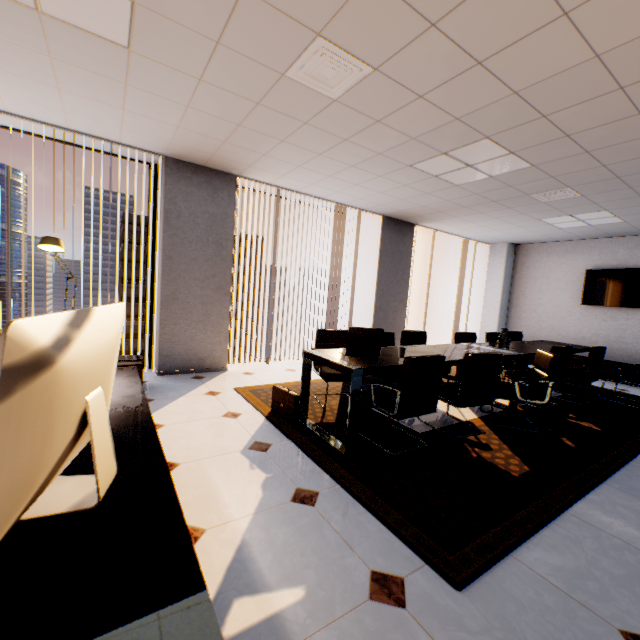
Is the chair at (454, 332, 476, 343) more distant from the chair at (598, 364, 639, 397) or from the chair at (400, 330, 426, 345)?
the chair at (598, 364, 639, 397)

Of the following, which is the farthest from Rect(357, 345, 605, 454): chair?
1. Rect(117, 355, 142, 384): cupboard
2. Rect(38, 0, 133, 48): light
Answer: Rect(38, 0, 133, 48): light

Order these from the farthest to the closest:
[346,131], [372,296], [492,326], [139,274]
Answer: [139,274] → [492,326] → [372,296] → [346,131]

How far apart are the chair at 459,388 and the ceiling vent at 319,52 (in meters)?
2.52

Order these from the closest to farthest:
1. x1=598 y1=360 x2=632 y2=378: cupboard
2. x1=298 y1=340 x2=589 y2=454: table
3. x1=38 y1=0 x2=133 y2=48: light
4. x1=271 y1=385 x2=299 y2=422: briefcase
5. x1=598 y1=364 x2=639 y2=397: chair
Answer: x1=38 y1=0 x2=133 y2=48: light → x1=298 y1=340 x2=589 y2=454: table → x1=271 y1=385 x2=299 y2=422: briefcase → x1=598 y1=364 x2=639 y2=397: chair → x1=598 y1=360 x2=632 y2=378: cupboard

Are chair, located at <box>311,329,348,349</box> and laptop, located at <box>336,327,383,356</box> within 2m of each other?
yes

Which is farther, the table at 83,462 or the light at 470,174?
the light at 470,174

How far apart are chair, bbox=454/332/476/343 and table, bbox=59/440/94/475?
4.5 meters
